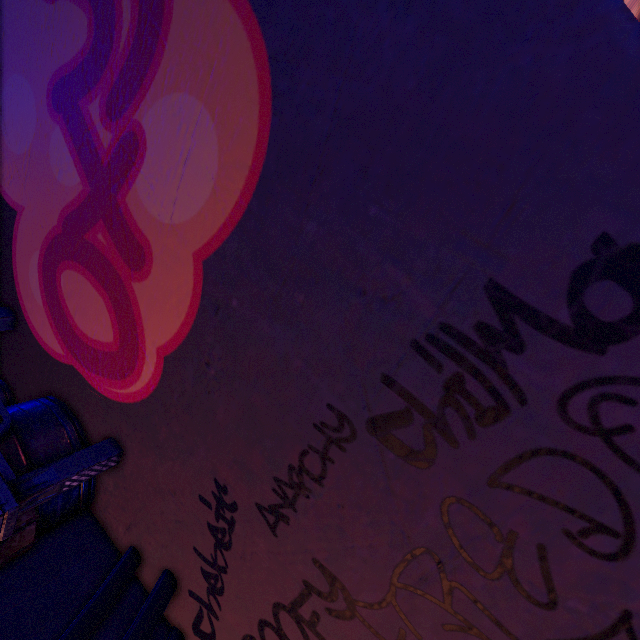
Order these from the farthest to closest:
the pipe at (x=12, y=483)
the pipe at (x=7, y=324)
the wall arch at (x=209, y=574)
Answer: the pipe at (x=7, y=324), the pipe at (x=12, y=483), the wall arch at (x=209, y=574)

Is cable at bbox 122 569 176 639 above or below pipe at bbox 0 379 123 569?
below

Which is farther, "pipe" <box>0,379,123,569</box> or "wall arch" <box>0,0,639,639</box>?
"pipe" <box>0,379,123,569</box>

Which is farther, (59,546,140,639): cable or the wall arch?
(59,546,140,639): cable

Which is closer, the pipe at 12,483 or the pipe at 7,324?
the pipe at 12,483

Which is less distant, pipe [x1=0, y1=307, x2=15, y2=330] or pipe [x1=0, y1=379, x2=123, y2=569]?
pipe [x1=0, y1=379, x2=123, y2=569]

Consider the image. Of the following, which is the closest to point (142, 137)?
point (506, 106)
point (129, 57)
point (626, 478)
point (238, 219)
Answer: point (129, 57)
